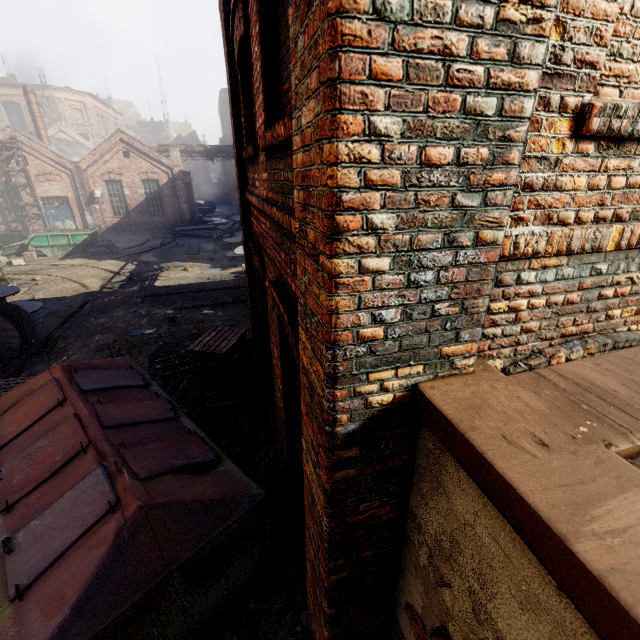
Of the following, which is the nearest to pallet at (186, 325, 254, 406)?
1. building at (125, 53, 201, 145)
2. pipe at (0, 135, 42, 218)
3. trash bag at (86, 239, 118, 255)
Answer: pipe at (0, 135, 42, 218)

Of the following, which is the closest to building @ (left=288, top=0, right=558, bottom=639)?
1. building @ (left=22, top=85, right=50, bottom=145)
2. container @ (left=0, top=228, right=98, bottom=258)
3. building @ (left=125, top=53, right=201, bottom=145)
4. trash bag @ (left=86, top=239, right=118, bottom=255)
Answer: trash bag @ (left=86, top=239, right=118, bottom=255)

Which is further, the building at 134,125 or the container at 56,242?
the building at 134,125

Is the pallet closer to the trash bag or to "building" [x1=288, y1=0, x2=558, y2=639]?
"building" [x1=288, y1=0, x2=558, y2=639]

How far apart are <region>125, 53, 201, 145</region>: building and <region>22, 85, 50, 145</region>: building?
29.9 meters

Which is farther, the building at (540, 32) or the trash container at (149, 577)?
the trash container at (149, 577)

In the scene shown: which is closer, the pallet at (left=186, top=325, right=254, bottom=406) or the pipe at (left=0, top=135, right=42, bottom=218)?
the pallet at (left=186, top=325, right=254, bottom=406)

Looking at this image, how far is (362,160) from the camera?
1.2 meters
